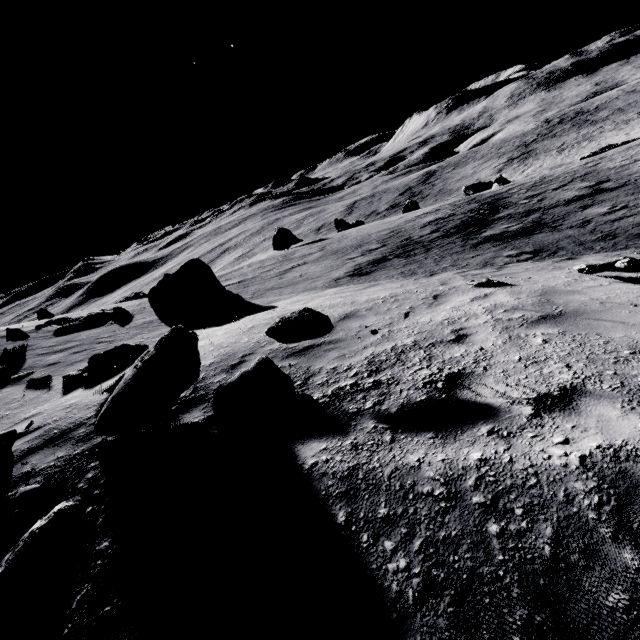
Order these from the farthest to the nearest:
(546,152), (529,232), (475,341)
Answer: (546,152) < (529,232) < (475,341)

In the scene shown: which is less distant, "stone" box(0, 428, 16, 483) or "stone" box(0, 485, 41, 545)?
"stone" box(0, 485, 41, 545)

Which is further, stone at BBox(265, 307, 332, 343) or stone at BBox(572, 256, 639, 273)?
stone at BBox(572, 256, 639, 273)

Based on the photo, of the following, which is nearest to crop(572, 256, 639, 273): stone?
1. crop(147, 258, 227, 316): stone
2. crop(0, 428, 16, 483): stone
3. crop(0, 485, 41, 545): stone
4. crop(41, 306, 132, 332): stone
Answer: crop(0, 485, 41, 545): stone

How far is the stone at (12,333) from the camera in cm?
1181

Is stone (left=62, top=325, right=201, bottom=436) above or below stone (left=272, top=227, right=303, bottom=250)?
above

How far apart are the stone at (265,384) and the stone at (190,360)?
0.41m

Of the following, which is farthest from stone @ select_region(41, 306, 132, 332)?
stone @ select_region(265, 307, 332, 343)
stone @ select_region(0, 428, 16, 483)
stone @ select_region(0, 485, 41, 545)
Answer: stone @ select_region(265, 307, 332, 343)
